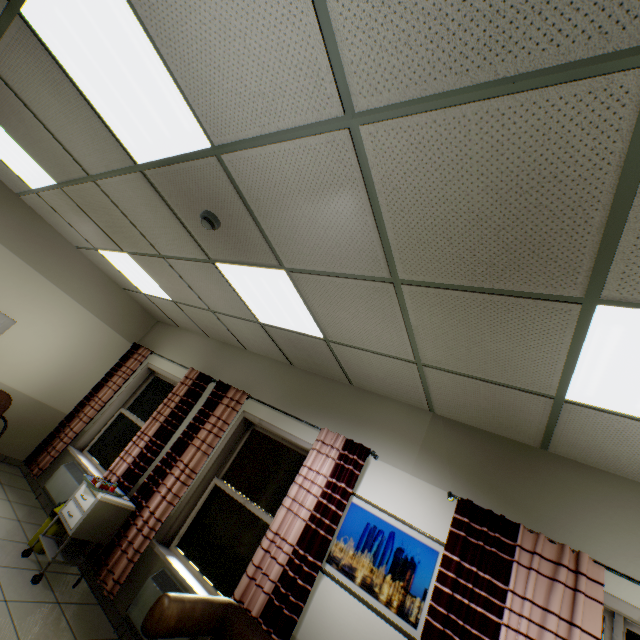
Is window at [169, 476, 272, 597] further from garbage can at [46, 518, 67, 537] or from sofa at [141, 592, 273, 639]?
garbage can at [46, 518, 67, 537]

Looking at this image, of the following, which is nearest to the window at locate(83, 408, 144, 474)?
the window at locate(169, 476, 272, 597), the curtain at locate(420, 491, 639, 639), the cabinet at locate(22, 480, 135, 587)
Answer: the cabinet at locate(22, 480, 135, 587)

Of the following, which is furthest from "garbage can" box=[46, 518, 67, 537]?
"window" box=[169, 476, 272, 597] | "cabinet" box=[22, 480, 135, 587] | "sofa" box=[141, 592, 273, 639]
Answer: "sofa" box=[141, 592, 273, 639]

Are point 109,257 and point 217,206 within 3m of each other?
no

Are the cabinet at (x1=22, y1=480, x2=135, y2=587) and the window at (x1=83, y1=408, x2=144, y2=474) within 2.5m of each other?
yes

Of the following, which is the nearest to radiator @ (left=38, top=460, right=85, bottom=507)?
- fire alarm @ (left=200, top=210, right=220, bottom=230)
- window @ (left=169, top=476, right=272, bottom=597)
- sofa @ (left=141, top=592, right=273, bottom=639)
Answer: window @ (left=169, top=476, right=272, bottom=597)

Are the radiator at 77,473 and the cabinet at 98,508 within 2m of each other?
yes

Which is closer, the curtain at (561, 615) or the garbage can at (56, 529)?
the curtain at (561, 615)
